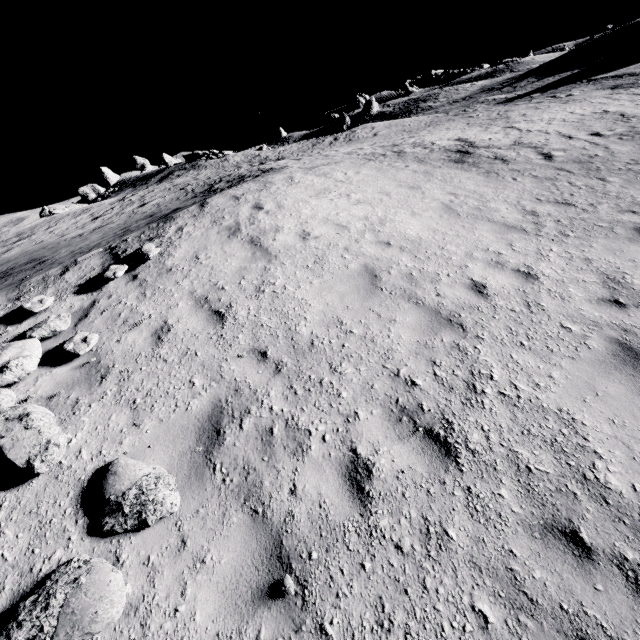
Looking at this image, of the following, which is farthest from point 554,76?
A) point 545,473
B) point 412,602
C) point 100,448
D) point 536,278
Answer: point 100,448

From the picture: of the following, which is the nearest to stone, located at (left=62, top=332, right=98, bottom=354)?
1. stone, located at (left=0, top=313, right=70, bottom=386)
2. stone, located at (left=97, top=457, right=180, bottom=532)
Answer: stone, located at (left=0, top=313, right=70, bottom=386)

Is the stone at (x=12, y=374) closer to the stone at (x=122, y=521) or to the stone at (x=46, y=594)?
the stone at (x=46, y=594)

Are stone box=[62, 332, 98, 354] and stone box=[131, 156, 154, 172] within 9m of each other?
no

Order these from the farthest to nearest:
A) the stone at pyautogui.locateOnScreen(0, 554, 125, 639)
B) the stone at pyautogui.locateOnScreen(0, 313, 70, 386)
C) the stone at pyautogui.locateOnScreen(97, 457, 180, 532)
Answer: the stone at pyautogui.locateOnScreen(0, 313, 70, 386)
the stone at pyautogui.locateOnScreen(97, 457, 180, 532)
the stone at pyautogui.locateOnScreen(0, 554, 125, 639)

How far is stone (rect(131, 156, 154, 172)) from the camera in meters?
56.5 m

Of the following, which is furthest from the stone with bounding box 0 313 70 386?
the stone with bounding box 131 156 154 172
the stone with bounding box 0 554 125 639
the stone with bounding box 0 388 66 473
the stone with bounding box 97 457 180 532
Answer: the stone with bounding box 131 156 154 172

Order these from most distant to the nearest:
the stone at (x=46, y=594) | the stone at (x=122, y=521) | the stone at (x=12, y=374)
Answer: the stone at (x=12, y=374), the stone at (x=122, y=521), the stone at (x=46, y=594)
